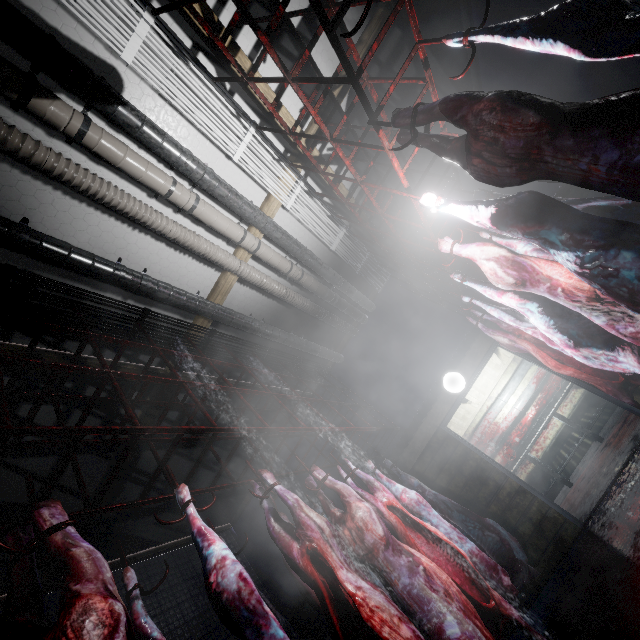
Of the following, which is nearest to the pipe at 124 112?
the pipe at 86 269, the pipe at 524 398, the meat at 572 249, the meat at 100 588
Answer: the pipe at 86 269

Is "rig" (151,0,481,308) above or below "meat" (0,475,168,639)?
above

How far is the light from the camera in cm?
467

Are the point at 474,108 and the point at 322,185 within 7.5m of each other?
yes

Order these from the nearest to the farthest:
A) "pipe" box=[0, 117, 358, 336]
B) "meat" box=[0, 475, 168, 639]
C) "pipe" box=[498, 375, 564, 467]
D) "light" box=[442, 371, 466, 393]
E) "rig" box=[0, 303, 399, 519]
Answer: "meat" box=[0, 475, 168, 639]
"rig" box=[0, 303, 399, 519]
"pipe" box=[0, 117, 358, 336]
"light" box=[442, 371, 466, 393]
"pipe" box=[498, 375, 564, 467]

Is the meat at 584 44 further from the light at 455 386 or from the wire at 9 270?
the light at 455 386

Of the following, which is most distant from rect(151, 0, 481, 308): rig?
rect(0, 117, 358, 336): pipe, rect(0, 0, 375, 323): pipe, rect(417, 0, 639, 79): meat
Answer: rect(0, 117, 358, 336): pipe

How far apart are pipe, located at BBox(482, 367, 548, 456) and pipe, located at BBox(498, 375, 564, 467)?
0.11m
